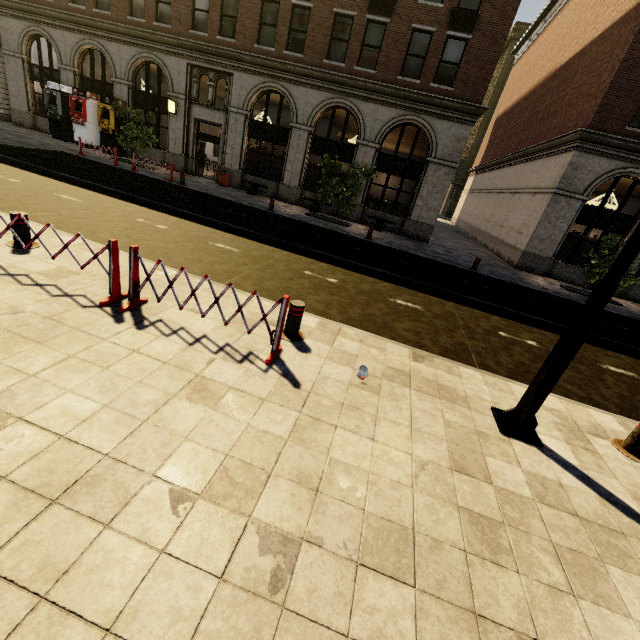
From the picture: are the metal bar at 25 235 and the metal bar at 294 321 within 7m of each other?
yes

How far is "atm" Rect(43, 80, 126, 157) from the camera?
19.7m

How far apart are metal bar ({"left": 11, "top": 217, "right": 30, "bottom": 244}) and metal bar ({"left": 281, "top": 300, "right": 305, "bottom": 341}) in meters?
4.6

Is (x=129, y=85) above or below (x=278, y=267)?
above

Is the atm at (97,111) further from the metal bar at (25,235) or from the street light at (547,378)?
the street light at (547,378)

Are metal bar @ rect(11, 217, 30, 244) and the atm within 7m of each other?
no

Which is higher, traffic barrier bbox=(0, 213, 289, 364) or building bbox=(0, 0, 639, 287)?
building bbox=(0, 0, 639, 287)

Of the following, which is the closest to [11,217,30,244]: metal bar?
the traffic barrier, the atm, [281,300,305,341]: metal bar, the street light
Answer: the traffic barrier
